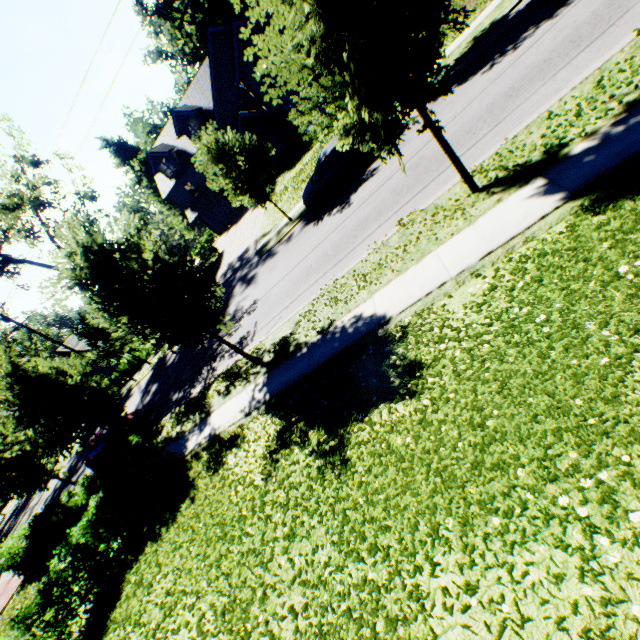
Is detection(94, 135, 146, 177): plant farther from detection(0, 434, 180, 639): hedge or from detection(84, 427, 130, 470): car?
detection(0, 434, 180, 639): hedge

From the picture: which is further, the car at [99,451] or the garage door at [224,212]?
the garage door at [224,212]

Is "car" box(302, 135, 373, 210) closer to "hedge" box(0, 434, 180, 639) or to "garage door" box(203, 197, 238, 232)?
"hedge" box(0, 434, 180, 639)

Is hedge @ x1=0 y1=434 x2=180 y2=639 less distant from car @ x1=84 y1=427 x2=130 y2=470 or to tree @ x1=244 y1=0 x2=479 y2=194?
tree @ x1=244 y1=0 x2=479 y2=194

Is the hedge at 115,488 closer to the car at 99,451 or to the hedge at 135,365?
the car at 99,451

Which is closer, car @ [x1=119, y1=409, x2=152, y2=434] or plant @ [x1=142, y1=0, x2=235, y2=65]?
car @ [x1=119, y1=409, x2=152, y2=434]

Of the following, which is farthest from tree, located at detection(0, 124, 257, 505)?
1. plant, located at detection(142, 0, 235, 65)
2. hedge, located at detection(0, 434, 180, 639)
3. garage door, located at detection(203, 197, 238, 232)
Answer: garage door, located at detection(203, 197, 238, 232)

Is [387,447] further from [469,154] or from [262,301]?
[262,301]
